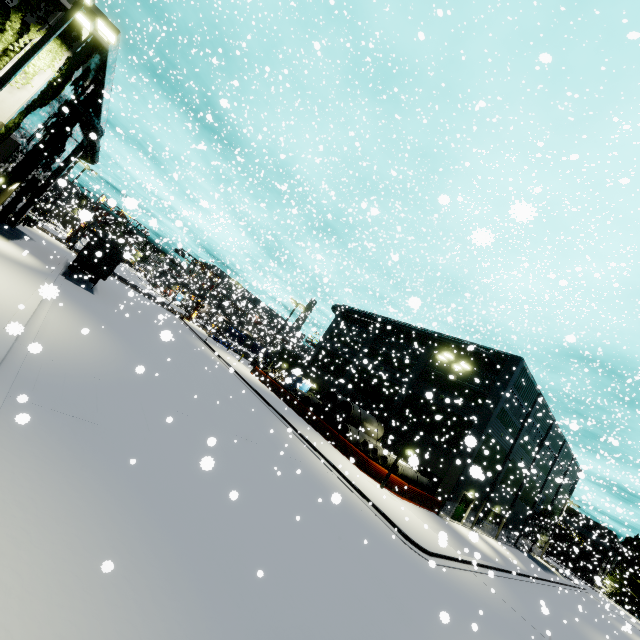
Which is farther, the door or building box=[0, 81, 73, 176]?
the door

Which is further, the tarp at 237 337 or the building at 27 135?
the tarp at 237 337

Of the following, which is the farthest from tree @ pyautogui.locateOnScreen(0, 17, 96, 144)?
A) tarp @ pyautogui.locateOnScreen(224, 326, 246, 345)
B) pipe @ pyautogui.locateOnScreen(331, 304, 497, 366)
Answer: tarp @ pyautogui.locateOnScreen(224, 326, 246, 345)

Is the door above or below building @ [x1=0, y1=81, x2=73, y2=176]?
below

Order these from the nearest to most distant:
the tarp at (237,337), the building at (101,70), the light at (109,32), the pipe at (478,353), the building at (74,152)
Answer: the light at (109,32)
the building at (101,70)
the building at (74,152)
the pipe at (478,353)
the tarp at (237,337)

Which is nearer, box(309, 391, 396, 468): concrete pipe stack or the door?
box(309, 391, 396, 468): concrete pipe stack

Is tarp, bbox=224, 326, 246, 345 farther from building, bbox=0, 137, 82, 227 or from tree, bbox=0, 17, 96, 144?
tree, bbox=0, 17, 96, 144

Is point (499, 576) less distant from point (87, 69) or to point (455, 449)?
point (455, 449)
